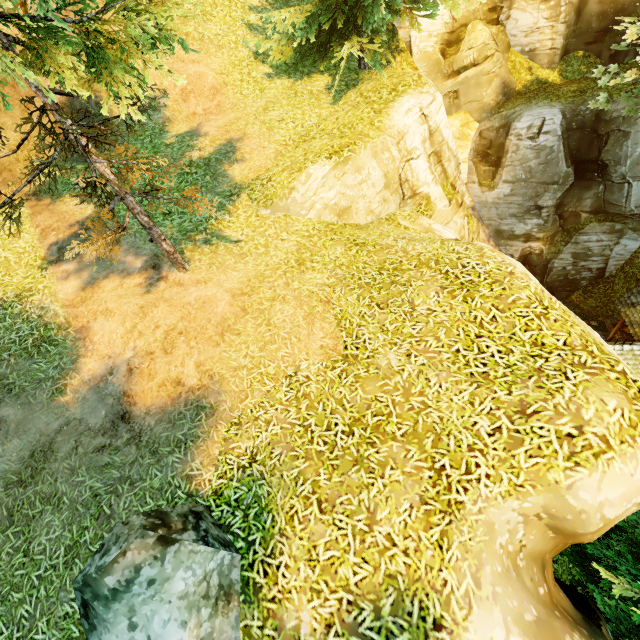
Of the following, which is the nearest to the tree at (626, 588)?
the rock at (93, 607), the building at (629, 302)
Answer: the rock at (93, 607)

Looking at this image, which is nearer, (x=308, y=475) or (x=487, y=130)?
(x=308, y=475)

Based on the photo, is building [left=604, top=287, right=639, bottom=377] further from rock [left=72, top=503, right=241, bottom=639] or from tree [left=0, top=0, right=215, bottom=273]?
rock [left=72, top=503, right=241, bottom=639]

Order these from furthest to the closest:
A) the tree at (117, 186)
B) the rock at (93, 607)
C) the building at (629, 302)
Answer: the building at (629, 302)
the tree at (117, 186)
the rock at (93, 607)

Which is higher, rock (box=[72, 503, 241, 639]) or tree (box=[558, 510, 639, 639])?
rock (box=[72, 503, 241, 639])

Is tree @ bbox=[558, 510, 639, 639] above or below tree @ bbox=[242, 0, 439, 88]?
below

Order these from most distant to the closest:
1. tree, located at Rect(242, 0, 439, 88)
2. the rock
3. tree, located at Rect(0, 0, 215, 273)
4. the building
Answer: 1. the building
2. tree, located at Rect(242, 0, 439, 88)
3. tree, located at Rect(0, 0, 215, 273)
4. the rock
